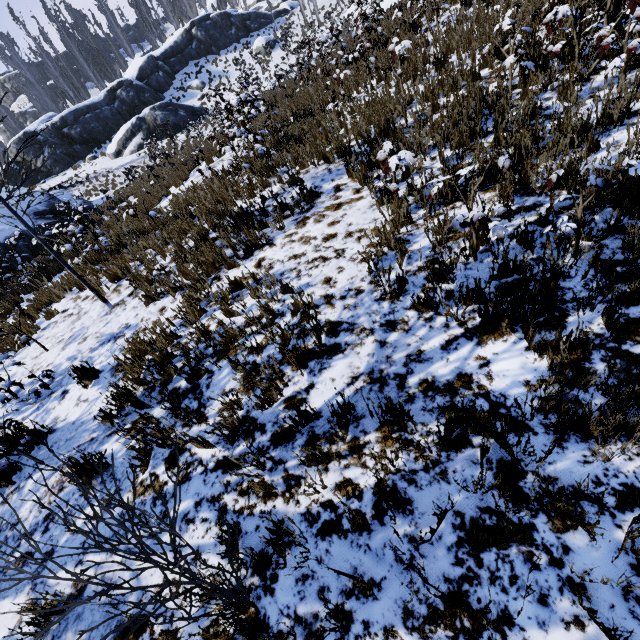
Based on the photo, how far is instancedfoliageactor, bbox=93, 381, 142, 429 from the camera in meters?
3.8 m

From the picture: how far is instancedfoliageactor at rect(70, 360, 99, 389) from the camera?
4.6 meters

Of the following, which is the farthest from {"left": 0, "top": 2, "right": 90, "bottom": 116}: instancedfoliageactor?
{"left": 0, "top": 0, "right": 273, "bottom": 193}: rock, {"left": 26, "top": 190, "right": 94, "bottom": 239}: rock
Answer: {"left": 26, "top": 190, "right": 94, "bottom": 239}: rock

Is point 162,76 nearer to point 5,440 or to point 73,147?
point 73,147

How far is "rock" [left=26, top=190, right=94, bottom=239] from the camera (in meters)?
16.58

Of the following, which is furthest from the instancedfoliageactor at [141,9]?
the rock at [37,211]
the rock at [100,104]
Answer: the rock at [37,211]

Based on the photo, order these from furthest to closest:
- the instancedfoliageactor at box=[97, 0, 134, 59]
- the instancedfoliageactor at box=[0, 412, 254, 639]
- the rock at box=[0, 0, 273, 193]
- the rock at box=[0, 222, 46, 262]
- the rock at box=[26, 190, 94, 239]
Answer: the instancedfoliageactor at box=[97, 0, 134, 59]
the rock at box=[0, 0, 273, 193]
the rock at box=[26, 190, 94, 239]
the rock at box=[0, 222, 46, 262]
the instancedfoliageactor at box=[0, 412, 254, 639]
